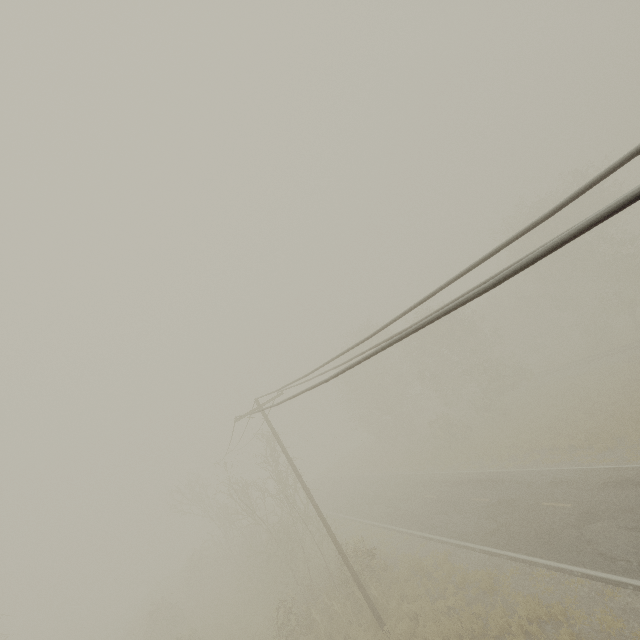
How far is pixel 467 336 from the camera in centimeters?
3547cm
